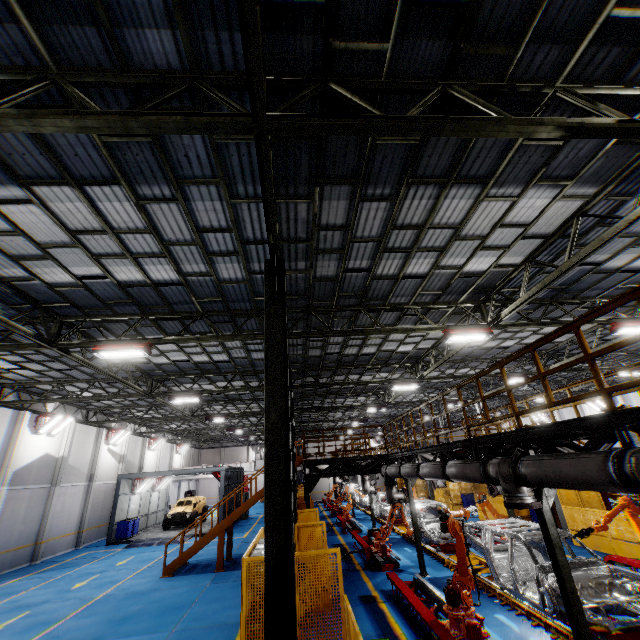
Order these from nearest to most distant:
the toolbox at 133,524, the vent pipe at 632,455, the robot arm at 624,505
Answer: the vent pipe at 632,455 < the robot arm at 624,505 < the toolbox at 133,524

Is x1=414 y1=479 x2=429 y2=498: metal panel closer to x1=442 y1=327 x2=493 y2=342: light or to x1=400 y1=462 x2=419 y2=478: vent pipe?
x1=400 y1=462 x2=419 y2=478: vent pipe

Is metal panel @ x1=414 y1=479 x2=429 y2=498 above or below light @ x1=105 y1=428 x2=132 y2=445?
below

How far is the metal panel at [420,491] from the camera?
32.2m

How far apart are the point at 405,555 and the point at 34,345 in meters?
16.8 m

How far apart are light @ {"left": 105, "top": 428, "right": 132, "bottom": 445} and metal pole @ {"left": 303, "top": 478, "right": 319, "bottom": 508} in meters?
19.6

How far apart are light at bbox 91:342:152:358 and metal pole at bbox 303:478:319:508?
8.60m

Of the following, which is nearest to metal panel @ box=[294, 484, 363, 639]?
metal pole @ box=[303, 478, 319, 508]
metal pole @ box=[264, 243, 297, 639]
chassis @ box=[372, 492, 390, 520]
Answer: metal pole @ box=[303, 478, 319, 508]
